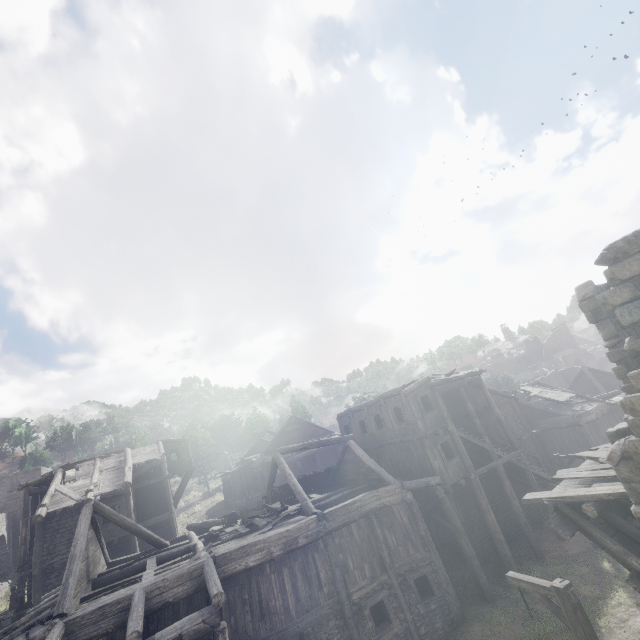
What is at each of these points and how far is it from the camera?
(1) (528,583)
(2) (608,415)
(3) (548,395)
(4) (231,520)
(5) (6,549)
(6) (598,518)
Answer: (1) wooden lamp post, 7.2m
(2) building, 26.5m
(3) wooden plank rubble, 27.9m
(4) broken furniture, 16.9m
(5) stone arch, 33.2m
(6) wooden plank rubble, 8.2m

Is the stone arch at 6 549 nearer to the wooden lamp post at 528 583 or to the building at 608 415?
the building at 608 415

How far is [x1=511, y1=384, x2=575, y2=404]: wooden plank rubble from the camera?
27.0 meters

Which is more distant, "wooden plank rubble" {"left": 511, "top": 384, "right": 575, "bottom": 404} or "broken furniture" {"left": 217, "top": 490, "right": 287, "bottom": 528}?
"wooden plank rubble" {"left": 511, "top": 384, "right": 575, "bottom": 404}

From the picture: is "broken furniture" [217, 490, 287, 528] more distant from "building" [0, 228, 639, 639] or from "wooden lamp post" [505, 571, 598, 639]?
"wooden lamp post" [505, 571, 598, 639]

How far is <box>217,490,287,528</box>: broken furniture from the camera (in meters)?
15.98

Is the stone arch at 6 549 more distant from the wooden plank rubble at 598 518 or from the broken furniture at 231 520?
the wooden plank rubble at 598 518

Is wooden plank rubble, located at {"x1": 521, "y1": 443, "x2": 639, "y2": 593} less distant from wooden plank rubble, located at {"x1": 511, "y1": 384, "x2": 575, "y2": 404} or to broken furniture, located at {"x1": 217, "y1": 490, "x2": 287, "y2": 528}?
broken furniture, located at {"x1": 217, "y1": 490, "x2": 287, "y2": 528}
